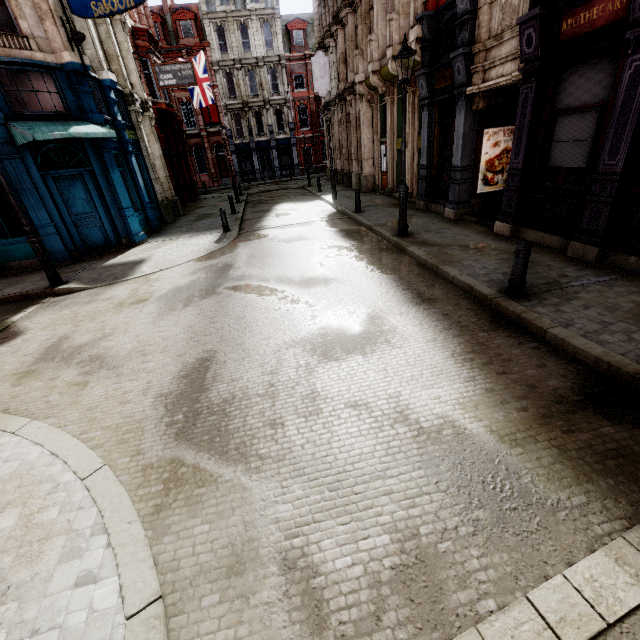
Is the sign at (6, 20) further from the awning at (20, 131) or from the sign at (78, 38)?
the awning at (20, 131)

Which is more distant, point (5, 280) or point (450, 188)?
point (450, 188)

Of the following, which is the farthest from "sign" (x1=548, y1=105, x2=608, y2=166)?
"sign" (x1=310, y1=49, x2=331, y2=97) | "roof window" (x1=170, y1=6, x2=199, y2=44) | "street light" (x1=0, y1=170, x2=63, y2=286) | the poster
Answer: "roof window" (x1=170, y1=6, x2=199, y2=44)

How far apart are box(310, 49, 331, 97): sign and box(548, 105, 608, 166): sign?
18.5 meters

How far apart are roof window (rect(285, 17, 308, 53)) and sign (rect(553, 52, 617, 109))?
40.0m

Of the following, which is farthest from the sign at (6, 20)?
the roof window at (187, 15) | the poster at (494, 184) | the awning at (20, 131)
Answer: the roof window at (187, 15)

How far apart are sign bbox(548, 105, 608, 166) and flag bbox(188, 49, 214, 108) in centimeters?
2356cm

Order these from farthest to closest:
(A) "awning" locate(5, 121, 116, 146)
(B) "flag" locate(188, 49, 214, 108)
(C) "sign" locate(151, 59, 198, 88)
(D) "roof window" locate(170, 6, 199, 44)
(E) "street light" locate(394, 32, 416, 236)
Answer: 1. (D) "roof window" locate(170, 6, 199, 44)
2. (B) "flag" locate(188, 49, 214, 108)
3. (C) "sign" locate(151, 59, 198, 88)
4. (A) "awning" locate(5, 121, 116, 146)
5. (E) "street light" locate(394, 32, 416, 236)
